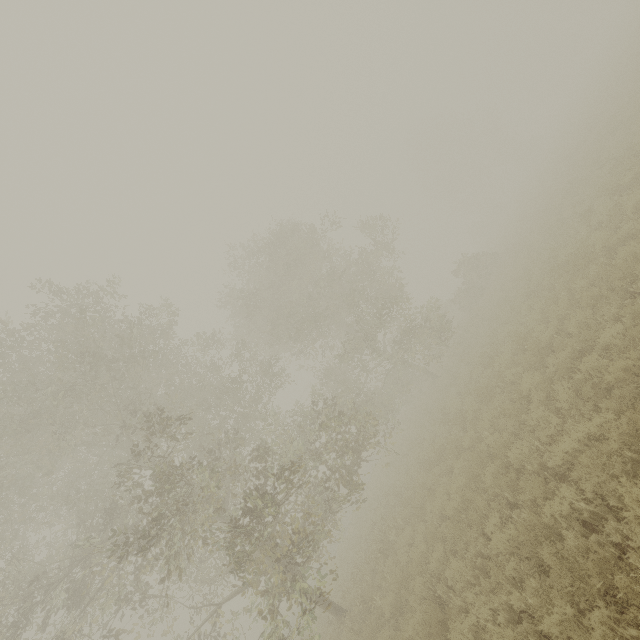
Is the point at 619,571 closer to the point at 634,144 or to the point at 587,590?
the point at 587,590
